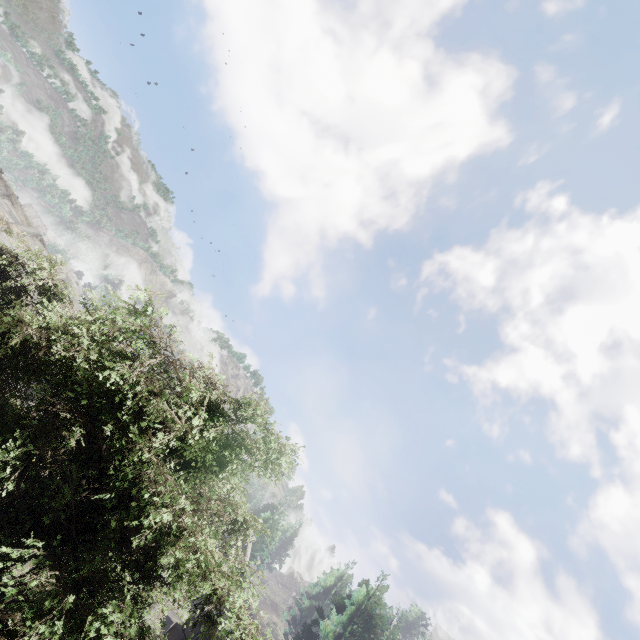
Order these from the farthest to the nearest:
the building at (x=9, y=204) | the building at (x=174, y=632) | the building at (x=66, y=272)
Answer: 1. the building at (x=66, y=272)
2. the building at (x=9, y=204)
3. the building at (x=174, y=632)

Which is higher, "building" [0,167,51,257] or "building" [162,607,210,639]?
"building" [0,167,51,257]

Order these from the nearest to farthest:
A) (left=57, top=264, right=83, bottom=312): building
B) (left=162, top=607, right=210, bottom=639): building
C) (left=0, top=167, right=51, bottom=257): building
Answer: (left=162, top=607, right=210, bottom=639): building, (left=0, top=167, right=51, bottom=257): building, (left=57, top=264, right=83, bottom=312): building

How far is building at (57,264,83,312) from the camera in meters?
→ 16.9

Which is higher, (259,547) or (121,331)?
(259,547)

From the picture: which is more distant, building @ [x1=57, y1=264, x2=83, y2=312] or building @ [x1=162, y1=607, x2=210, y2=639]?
building @ [x1=57, y1=264, x2=83, y2=312]

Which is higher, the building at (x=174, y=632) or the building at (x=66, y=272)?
the building at (x=66, y=272)
